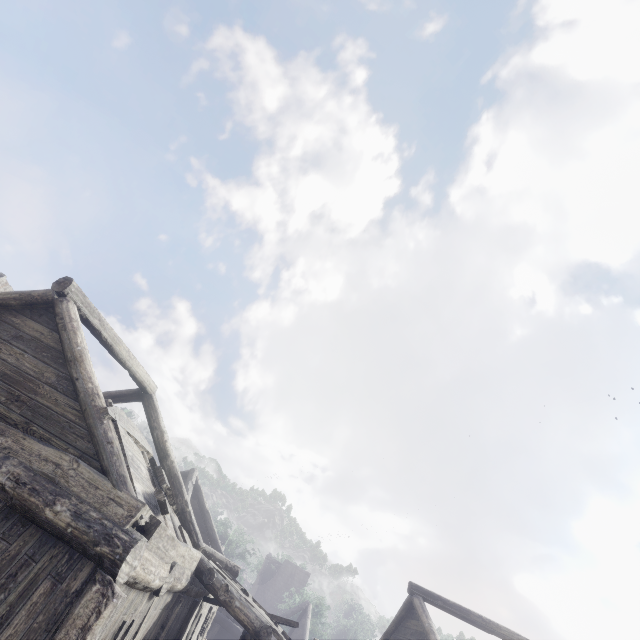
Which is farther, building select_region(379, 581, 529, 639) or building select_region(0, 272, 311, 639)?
building select_region(379, 581, 529, 639)

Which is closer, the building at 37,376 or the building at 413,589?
the building at 37,376

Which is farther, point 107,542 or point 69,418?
point 69,418
